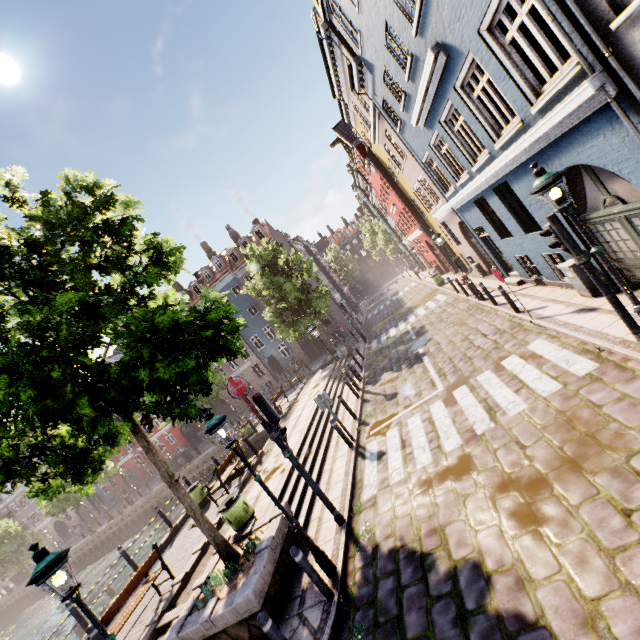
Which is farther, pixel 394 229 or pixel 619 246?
pixel 394 229

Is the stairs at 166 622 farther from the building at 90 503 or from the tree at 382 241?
the building at 90 503

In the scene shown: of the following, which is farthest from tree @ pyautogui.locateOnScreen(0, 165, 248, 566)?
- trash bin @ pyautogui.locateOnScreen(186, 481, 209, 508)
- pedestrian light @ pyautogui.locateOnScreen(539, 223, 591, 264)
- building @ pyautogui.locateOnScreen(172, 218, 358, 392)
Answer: pedestrian light @ pyautogui.locateOnScreen(539, 223, 591, 264)

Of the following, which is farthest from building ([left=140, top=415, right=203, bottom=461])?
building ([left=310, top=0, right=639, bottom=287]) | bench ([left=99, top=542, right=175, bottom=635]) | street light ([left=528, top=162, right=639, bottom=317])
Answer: street light ([left=528, top=162, right=639, bottom=317])

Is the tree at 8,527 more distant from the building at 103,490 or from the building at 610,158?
the building at 103,490

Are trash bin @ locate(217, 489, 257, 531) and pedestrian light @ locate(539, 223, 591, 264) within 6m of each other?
no

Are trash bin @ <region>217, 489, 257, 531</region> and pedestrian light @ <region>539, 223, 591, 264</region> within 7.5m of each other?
no

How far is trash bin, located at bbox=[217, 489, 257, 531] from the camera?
8.6m
